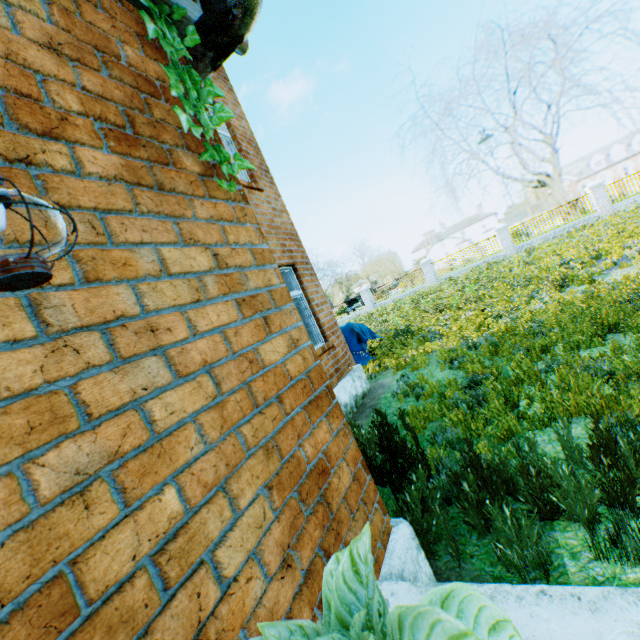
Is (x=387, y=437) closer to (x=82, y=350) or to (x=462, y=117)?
(x=82, y=350)

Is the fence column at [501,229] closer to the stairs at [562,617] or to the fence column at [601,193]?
the fence column at [601,193]

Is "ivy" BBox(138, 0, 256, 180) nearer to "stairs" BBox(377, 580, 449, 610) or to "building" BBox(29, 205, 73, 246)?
"building" BBox(29, 205, 73, 246)

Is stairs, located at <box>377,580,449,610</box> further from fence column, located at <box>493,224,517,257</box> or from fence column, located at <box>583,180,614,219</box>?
fence column, located at <box>583,180,614,219</box>

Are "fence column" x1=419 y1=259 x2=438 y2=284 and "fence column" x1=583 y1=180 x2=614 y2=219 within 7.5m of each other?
no

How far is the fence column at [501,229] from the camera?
22.72m

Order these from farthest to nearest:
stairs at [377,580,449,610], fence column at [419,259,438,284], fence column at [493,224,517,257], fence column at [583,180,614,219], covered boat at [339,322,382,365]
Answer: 1. fence column at [419,259,438,284]
2. fence column at [493,224,517,257]
3. fence column at [583,180,614,219]
4. covered boat at [339,322,382,365]
5. stairs at [377,580,449,610]

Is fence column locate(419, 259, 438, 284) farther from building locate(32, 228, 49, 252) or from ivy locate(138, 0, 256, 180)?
ivy locate(138, 0, 256, 180)
